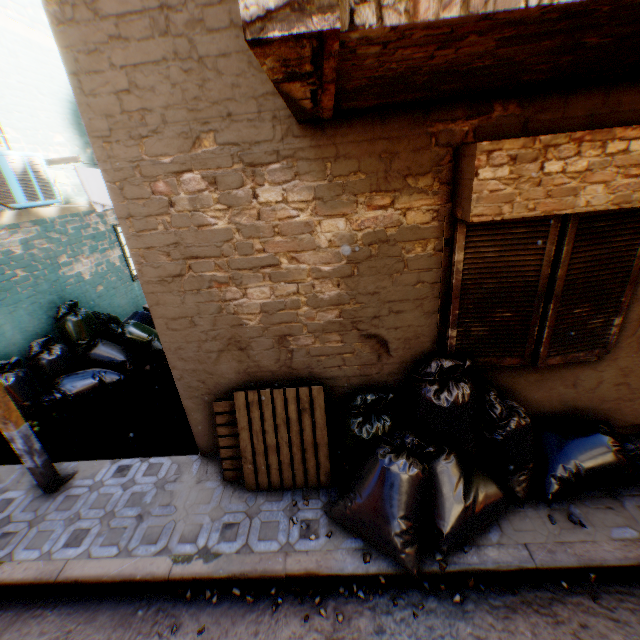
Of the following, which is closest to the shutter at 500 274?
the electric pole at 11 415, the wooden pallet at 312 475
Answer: the wooden pallet at 312 475

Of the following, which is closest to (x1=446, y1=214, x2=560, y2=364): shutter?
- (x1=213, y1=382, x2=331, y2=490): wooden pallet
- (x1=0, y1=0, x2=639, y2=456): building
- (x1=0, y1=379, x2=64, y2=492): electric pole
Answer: (x1=0, y1=0, x2=639, y2=456): building

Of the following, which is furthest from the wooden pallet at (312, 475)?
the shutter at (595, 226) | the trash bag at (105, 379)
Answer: the shutter at (595, 226)

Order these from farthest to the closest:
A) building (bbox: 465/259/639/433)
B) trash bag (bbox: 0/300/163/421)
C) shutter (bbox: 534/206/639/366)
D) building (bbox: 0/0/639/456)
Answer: trash bag (bbox: 0/300/163/421), building (bbox: 465/259/639/433), shutter (bbox: 534/206/639/366), building (bbox: 0/0/639/456)

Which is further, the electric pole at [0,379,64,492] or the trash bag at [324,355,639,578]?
the electric pole at [0,379,64,492]

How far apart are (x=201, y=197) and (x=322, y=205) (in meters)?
1.09

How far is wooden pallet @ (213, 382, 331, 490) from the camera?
3.5m
